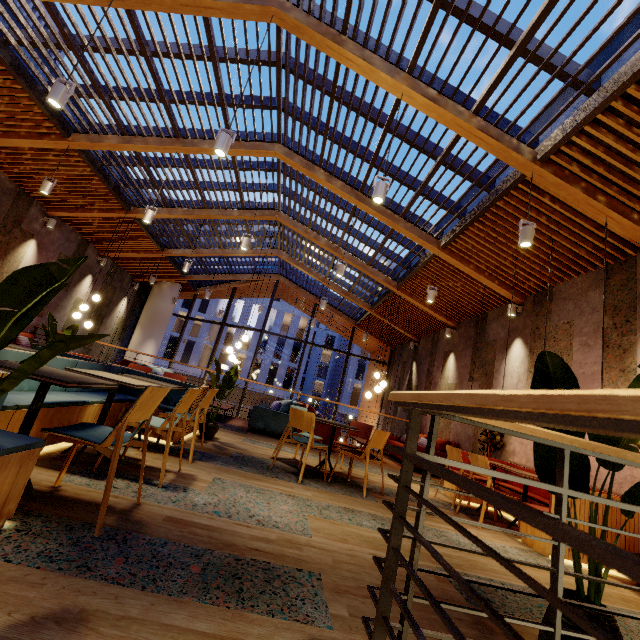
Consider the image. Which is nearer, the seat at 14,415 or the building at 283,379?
the seat at 14,415

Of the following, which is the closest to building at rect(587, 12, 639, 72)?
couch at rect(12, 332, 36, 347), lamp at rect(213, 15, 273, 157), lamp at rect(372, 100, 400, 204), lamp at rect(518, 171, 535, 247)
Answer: couch at rect(12, 332, 36, 347)

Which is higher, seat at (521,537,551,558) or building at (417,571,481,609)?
seat at (521,537,551,558)

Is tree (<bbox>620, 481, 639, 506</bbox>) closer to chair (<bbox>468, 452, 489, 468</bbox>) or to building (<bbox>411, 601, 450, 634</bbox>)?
building (<bbox>411, 601, 450, 634</bbox>)

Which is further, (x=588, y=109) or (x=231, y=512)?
(x=588, y=109)

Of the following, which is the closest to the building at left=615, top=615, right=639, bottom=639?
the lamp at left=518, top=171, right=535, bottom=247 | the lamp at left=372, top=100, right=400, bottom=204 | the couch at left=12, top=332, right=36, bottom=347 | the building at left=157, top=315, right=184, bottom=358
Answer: the couch at left=12, top=332, right=36, bottom=347

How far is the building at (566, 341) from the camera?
4.99m

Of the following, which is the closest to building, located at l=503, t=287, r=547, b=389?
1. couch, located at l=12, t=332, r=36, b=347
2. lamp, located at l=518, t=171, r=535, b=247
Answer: couch, located at l=12, t=332, r=36, b=347
